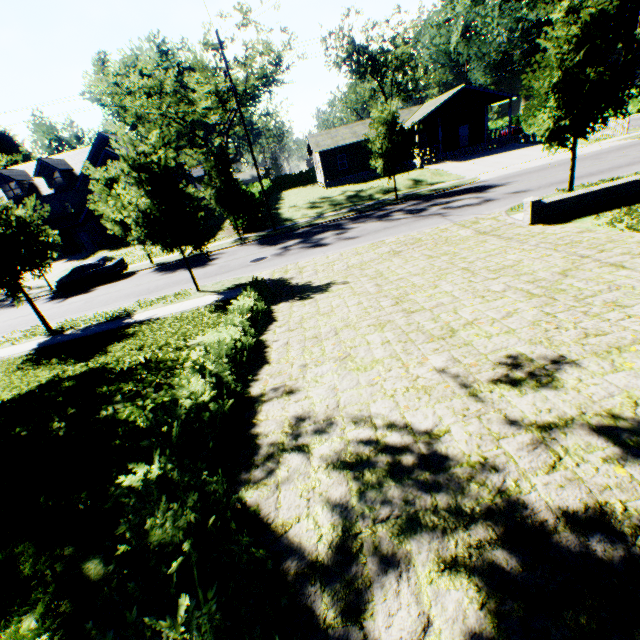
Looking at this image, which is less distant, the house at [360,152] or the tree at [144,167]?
the tree at [144,167]

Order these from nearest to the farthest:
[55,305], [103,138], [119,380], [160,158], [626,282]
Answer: [626,282], [119,380], [160,158], [55,305], [103,138]

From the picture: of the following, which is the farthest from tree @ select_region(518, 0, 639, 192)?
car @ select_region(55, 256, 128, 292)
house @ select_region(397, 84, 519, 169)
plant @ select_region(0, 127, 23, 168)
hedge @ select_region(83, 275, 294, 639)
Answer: house @ select_region(397, 84, 519, 169)

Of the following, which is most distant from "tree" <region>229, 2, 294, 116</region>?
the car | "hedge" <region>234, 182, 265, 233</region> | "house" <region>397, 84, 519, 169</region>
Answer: "house" <region>397, 84, 519, 169</region>

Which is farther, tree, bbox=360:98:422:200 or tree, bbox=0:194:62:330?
tree, bbox=360:98:422:200

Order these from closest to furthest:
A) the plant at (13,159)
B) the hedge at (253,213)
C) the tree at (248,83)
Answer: the tree at (248,83) → the hedge at (253,213) → the plant at (13,159)

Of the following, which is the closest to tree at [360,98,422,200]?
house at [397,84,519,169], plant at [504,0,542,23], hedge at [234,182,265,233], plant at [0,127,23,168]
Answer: hedge at [234,182,265,233]

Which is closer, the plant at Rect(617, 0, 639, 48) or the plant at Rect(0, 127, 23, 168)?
the plant at Rect(617, 0, 639, 48)
